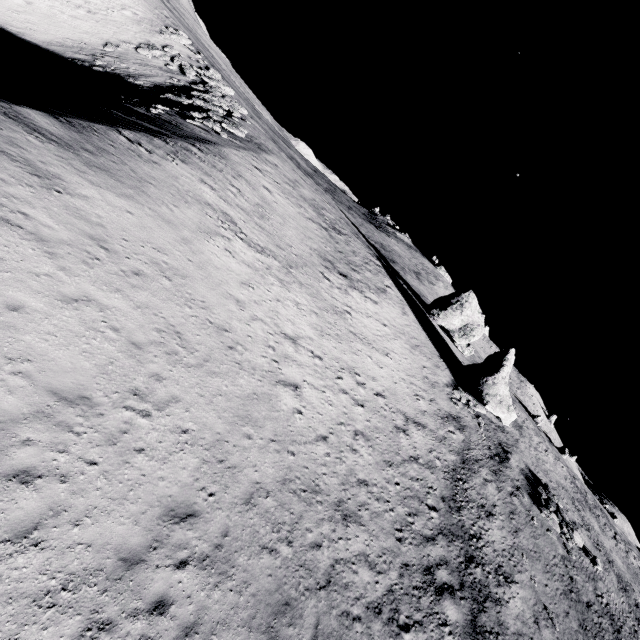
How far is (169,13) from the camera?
52.3m

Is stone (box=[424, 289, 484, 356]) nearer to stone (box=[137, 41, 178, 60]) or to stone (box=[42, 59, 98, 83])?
stone (box=[42, 59, 98, 83])

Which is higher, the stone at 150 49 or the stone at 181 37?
the stone at 181 37

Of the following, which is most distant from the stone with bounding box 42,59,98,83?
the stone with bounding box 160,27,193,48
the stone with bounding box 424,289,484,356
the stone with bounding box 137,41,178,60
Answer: the stone with bounding box 424,289,484,356

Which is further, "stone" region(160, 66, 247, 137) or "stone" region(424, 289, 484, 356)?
"stone" region(424, 289, 484, 356)

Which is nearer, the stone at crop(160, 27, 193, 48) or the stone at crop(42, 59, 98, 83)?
the stone at crop(42, 59, 98, 83)

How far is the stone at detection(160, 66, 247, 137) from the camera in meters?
30.3 m

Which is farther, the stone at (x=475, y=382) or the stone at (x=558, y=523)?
the stone at (x=475, y=382)
